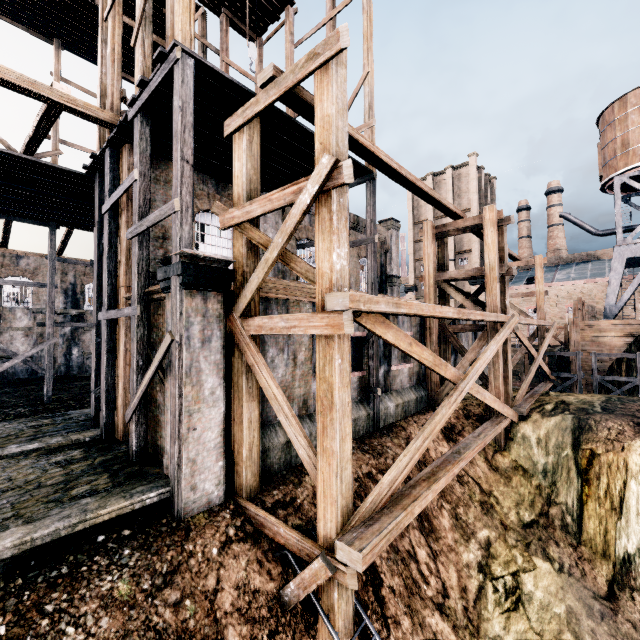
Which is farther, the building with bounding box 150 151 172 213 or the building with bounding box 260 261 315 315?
the building with bounding box 150 151 172 213

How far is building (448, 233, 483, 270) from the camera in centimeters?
4919cm

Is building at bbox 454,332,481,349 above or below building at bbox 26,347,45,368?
above

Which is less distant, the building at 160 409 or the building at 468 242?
the building at 160 409

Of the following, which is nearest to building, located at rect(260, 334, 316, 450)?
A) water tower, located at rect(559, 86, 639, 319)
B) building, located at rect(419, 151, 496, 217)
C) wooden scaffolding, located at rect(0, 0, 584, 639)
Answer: wooden scaffolding, located at rect(0, 0, 584, 639)

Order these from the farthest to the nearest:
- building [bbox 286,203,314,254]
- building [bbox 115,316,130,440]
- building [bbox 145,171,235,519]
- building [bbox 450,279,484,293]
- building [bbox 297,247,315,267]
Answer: building [bbox 450,279,484,293] → building [bbox 297,247,315,267] → building [bbox 286,203,314,254] → building [bbox 115,316,130,440] → building [bbox 145,171,235,519]

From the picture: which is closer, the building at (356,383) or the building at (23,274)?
the building at (356,383)

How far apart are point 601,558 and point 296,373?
13.5 meters
